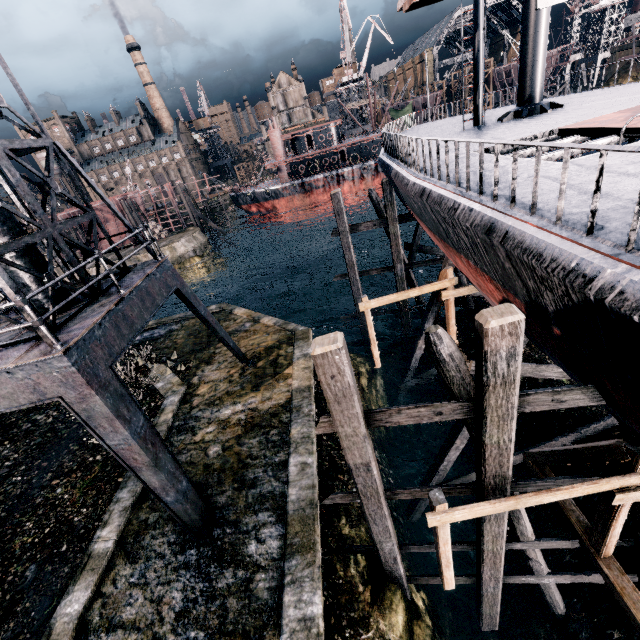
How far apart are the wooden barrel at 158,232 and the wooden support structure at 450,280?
44.37m

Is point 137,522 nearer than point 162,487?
No

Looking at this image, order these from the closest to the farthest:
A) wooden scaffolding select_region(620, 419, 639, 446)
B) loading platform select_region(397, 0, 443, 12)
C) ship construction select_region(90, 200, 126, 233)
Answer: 1. wooden scaffolding select_region(620, 419, 639, 446)
2. loading platform select_region(397, 0, 443, 12)
3. ship construction select_region(90, 200, 126, 233)

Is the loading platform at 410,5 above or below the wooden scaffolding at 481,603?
above

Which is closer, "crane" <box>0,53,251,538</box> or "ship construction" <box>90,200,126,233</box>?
"crane" <box>0,53,251,538</box>

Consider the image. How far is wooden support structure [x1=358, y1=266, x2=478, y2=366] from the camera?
13.89m

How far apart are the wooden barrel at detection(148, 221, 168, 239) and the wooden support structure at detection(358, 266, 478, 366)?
44.4m

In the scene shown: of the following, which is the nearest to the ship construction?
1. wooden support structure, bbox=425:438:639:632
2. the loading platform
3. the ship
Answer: the ship
